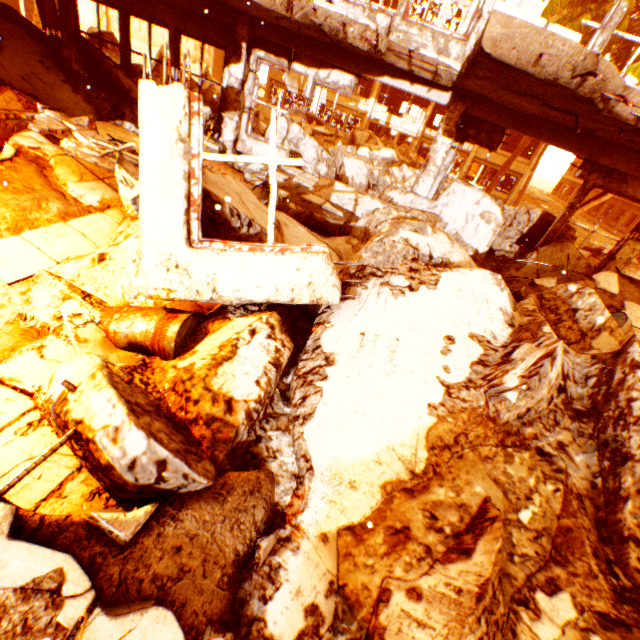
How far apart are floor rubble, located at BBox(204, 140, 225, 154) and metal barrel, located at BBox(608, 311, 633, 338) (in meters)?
8.41

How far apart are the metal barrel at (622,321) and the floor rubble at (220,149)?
8.41m

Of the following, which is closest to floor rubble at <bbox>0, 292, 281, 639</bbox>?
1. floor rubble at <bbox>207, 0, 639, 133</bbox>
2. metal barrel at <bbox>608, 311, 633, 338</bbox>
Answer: floor rubble at <bbox>207, 0, 639, 133</bbox>

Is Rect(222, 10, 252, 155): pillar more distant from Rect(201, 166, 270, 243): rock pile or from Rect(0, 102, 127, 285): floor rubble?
Rect(0, 102, 127, 285): floor rubble

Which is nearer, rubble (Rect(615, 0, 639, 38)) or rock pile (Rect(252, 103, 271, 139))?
rock pile (Rect(252, 103, 271, 139))

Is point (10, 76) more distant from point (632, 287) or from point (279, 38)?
point (632, 287)

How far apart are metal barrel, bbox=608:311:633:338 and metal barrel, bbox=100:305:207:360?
5.4 meters

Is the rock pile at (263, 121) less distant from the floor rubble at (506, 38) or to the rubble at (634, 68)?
the rubble at (634, 68)
